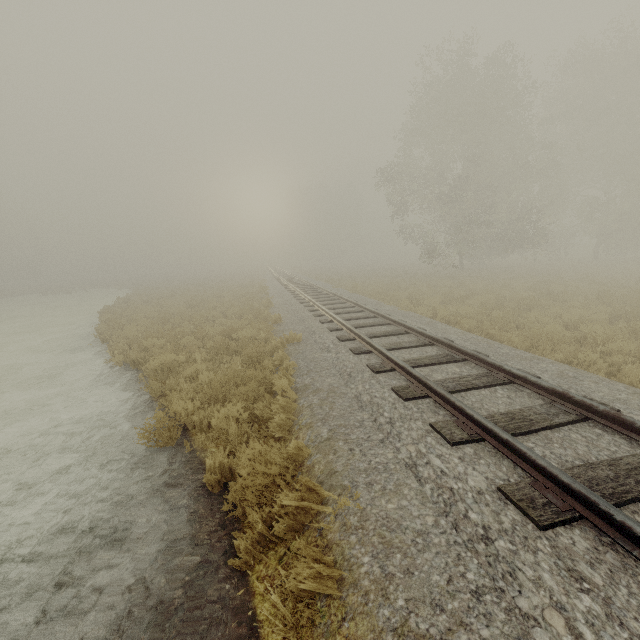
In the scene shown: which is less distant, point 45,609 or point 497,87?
point 45,609
